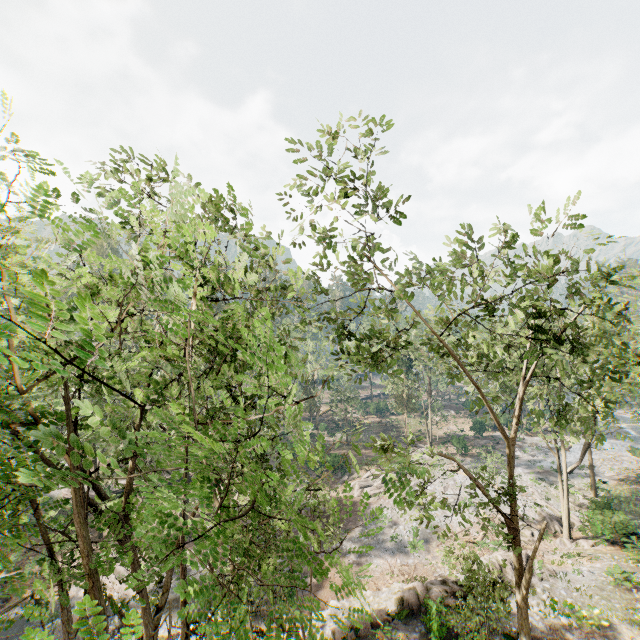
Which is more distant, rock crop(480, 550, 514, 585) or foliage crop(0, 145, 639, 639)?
rock crop(480, 550, 514, 585)

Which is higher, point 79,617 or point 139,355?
point 139,355

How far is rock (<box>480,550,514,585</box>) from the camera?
19.78m

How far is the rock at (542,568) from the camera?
20.39m

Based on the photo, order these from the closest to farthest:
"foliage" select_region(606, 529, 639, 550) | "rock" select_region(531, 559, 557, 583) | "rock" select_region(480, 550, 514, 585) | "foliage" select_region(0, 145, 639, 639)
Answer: "foliage" select_region(0, 145, 639, 639)
"foliage" select_region(606, 529, 639, 550)
"rock" select_region(480, 550, 514, 585)
"rock" select_region(531, 559, 557, 583)

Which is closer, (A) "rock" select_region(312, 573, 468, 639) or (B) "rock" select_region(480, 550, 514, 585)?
(A) "rock" select_region(312, 573, 468, 639)
